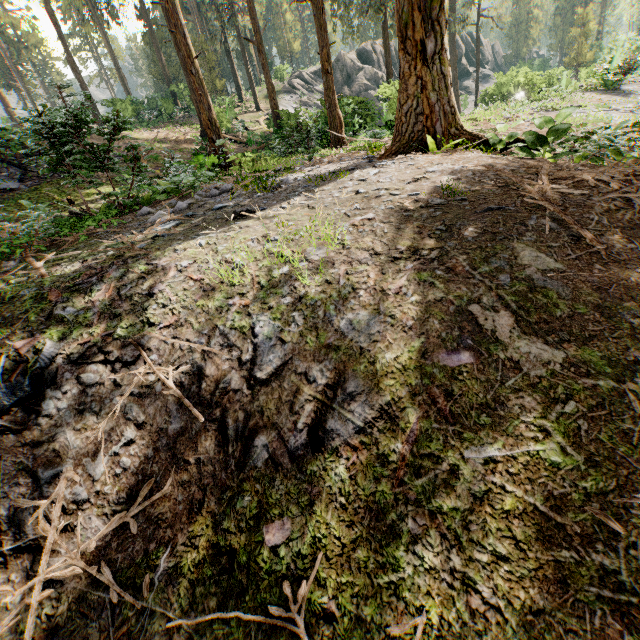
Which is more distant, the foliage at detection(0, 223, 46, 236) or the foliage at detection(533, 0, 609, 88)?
the foliage at detection(533, 0, 609, 88)

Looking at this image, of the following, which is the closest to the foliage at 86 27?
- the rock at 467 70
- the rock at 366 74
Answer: the rock at 366 74

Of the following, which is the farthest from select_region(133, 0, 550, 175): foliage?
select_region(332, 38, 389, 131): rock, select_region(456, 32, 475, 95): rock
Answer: select_region(456, 32, 475, 95): rock

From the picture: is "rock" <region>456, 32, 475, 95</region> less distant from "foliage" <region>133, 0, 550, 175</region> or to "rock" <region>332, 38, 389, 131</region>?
"foliage" <region>133, 0, 550, 175</region>

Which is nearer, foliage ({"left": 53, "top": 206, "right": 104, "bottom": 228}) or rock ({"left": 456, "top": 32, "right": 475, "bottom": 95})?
foliage ({"left": 53, "top": 206, "right": 104, "bottom": 228})

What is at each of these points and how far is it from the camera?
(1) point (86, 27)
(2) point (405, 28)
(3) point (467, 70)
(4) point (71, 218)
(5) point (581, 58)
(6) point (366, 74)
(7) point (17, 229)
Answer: (1) foliage, 50.9 meters
(2) foliage, 6.5 meters
(3) rock, 50.9 meters
(4) foliage, 6.5 meters
(5) foliage, 36.9 meters
(6) rock, 39.7 meters
(7) foliage, 10.3 meters

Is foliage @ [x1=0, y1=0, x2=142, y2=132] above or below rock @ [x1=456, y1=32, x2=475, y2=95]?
above
